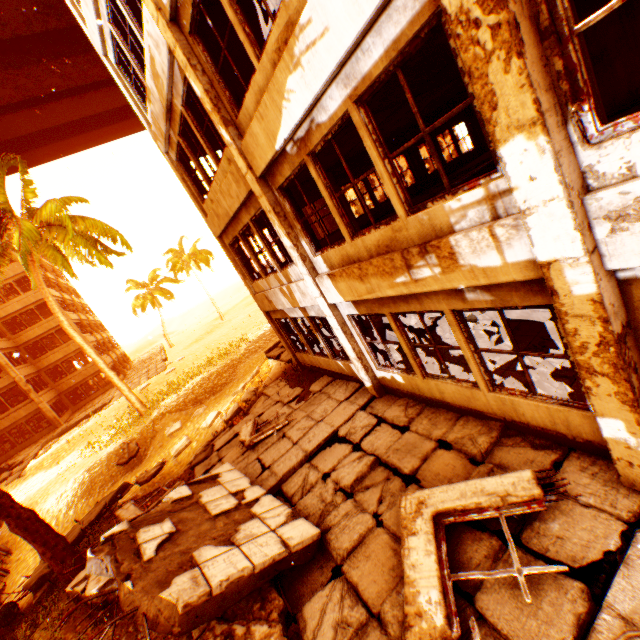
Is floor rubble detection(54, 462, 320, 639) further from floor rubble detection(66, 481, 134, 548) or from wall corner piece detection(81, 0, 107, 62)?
wall corner piece detection(81, 0, 107, 62)

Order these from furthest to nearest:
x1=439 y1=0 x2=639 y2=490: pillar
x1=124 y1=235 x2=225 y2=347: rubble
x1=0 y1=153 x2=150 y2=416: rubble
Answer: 1. x1=124 y1=235 x2=225 y2=347: rubble
2. x1=0 y1=153 x2=150 y2=416: rubble
3. x1=439 y1=0 x2=639 y2=490: pillar

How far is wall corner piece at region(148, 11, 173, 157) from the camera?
6.5 meters

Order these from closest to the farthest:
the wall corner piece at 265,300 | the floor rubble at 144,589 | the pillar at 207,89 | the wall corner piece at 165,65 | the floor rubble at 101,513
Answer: the floor rubble at 144,589, the pillar at 207,89, the wall corner piece at 165,65, the wall corner piece at 265,300, the floor rubble at 101,513

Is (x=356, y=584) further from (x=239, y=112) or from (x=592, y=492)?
(x=239, y=112)

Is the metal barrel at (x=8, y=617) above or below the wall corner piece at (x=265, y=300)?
below

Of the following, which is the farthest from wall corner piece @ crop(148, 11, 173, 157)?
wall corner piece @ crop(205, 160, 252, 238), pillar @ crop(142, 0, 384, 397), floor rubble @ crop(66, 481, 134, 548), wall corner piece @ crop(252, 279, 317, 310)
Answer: floor rubble @ crop(66, 481, 134, 548)

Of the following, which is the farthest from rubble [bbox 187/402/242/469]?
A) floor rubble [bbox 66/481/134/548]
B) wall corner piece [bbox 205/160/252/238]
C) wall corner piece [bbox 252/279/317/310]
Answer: wall corner piece [bbox 205/160/252/238]
